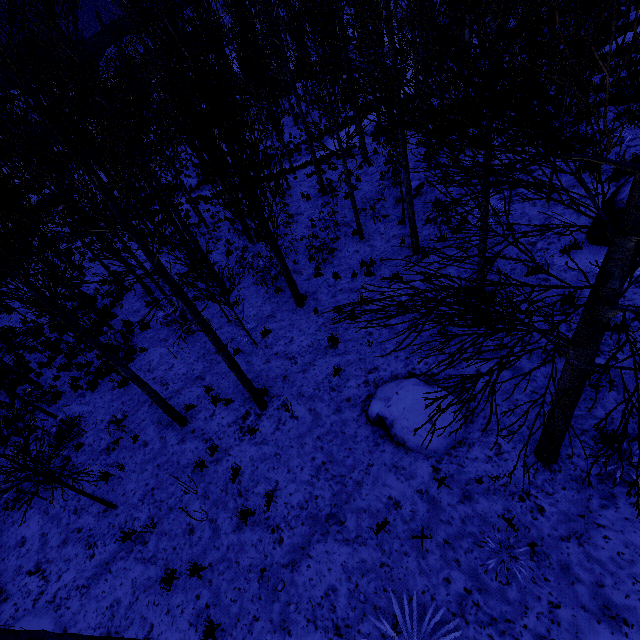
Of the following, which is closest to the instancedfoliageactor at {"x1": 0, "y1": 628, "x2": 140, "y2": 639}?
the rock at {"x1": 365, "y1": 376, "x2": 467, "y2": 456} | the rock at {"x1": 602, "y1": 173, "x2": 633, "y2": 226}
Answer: the rock at {"x1": 602, "y1": 173, "x2": 633, "y2": 226}

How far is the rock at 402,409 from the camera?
5.81m

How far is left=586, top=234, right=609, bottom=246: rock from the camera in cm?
733

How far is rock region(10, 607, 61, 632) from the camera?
5.89m

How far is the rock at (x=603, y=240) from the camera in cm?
733

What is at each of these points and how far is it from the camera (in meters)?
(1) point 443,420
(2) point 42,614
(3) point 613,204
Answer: (1) rock, 5.87
(2) rock, 6.09
(3) rock, 7.23

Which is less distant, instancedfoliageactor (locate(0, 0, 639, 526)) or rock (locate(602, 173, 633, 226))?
instancedfoliageactor (locate(0, 0, 639, 526))
